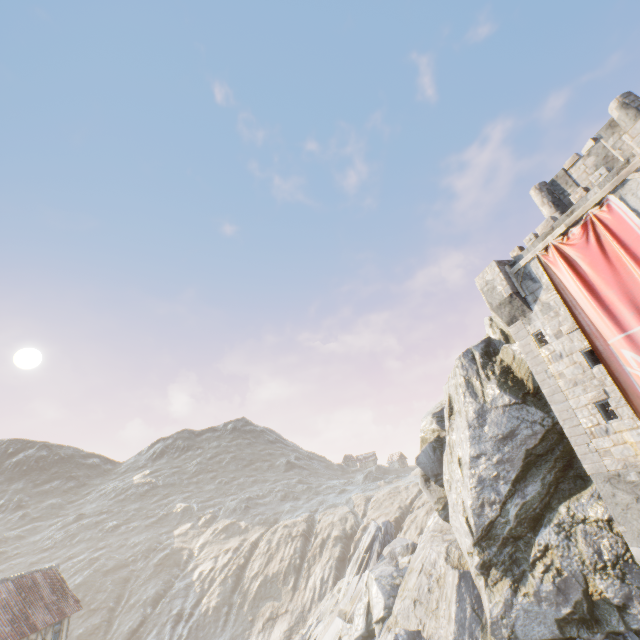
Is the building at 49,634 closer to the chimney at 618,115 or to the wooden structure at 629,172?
the wooden structure at 629,172

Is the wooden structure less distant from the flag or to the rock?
the flag

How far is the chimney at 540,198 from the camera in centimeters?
1758cm

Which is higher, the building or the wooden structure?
the wooden structure

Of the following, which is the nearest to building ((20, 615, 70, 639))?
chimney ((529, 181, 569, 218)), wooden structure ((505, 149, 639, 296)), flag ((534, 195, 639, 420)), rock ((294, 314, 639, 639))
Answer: rock ((294, 314, 639, 639))

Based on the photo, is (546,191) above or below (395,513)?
above

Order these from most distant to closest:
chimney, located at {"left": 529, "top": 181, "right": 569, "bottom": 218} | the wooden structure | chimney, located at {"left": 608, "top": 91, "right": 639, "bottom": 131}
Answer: chimney, located at {"left": 529, "top": 181, "right": 569, "bottom": 218}
chimney, located at {"left": 608, "top": 91, "right": 639, "bottom": 131}
the wooden structure

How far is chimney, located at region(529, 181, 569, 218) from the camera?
17.6 meters
